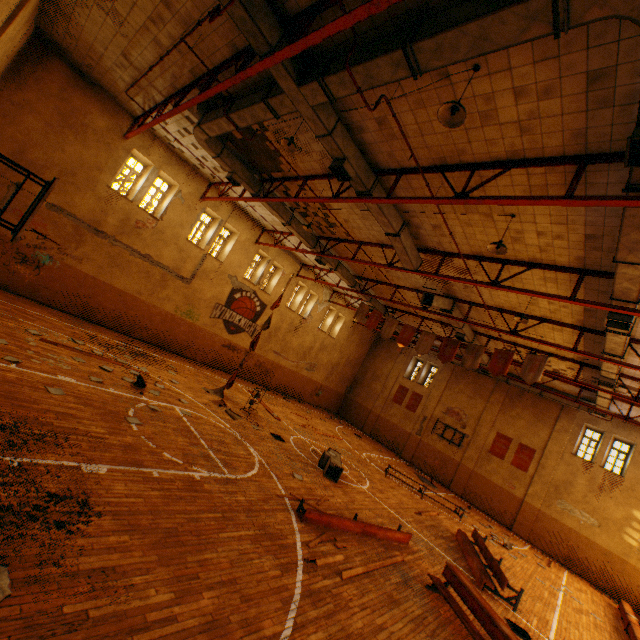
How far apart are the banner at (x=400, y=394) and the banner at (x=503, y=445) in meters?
6.9

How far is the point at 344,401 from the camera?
30.1m

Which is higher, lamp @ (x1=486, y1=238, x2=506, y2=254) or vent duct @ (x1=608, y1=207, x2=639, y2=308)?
vent duct @ (x1=608, y1=207, x2=639, y2=308)

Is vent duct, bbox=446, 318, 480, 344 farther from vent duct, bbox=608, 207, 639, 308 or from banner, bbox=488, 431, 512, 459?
banner, bbox=488, 431, 512, 459

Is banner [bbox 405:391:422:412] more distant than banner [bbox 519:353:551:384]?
Yes

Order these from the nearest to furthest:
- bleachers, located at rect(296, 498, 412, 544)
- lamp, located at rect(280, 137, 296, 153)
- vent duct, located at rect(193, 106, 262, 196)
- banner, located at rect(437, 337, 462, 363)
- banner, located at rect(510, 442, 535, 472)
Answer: bleachers, located at rect(296, 498, 412, 544)
lamp, located at rect(280, 137, 296, 153)
vent duct, located at rect(193, 106, 262, 196)
banner, located at rect(437, 337, 462, 363)
banner, located at rect(510, 442, 535, 472)

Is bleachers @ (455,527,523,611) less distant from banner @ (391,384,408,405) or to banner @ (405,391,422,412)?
banner @ (405,391,422,412)

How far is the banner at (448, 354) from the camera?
13.9 meters
